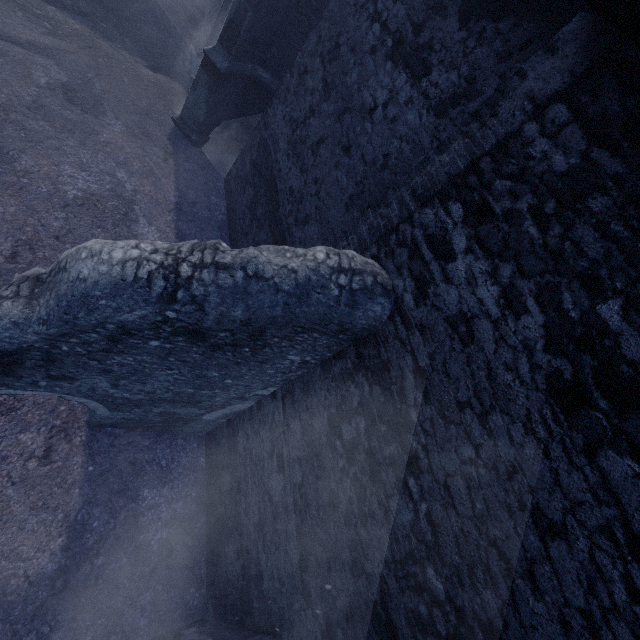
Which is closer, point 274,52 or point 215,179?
point 274,52
